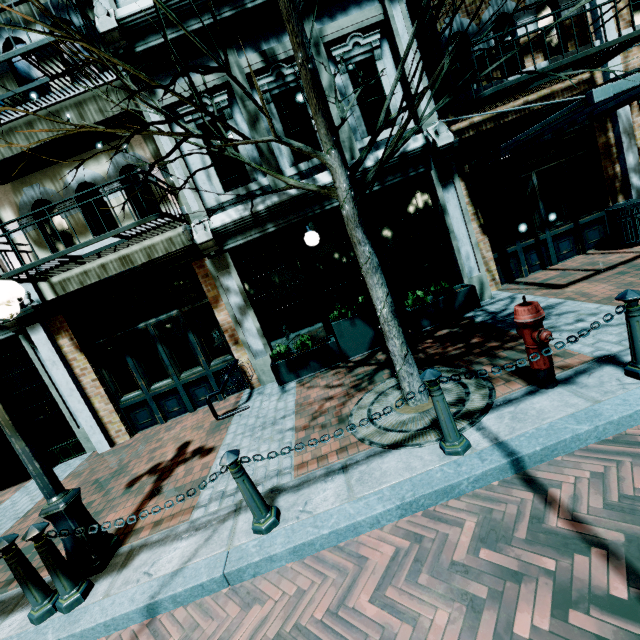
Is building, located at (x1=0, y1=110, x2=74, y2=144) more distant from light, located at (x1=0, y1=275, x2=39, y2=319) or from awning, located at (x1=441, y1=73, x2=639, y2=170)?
light, located at (x1=0, y1=275, x2=39, y2=319)

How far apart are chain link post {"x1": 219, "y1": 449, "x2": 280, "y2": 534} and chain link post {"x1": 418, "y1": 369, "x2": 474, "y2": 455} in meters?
1.6 m

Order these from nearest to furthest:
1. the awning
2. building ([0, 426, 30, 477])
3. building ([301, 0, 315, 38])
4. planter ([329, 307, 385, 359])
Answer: the awning < building ([301, 0, 315, 38]) < planter ([329, 307, 385, 359]) < building ([0, 426, 30, 477])

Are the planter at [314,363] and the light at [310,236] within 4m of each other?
yes

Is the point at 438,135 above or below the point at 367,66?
below

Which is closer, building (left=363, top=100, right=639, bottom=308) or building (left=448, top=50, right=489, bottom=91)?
building (left=448, top=50, right=489, bottom=91)

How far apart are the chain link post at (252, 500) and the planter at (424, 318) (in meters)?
4.55

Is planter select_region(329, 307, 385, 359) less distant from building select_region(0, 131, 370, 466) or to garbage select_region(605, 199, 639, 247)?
building select_region(0, 131, 370, 466)
